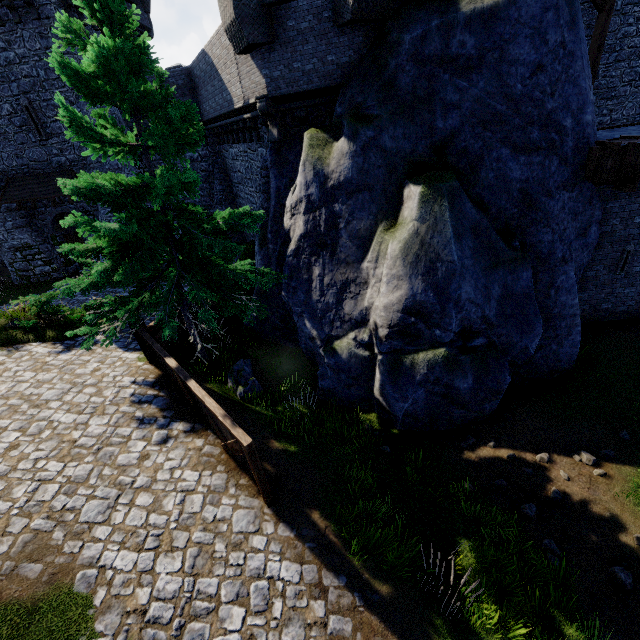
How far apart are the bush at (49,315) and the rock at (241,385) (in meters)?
5.78

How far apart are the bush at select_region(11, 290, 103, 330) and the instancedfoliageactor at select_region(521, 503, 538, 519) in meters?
13.8 m

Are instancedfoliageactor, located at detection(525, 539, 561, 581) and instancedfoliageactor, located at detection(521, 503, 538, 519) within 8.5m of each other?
yes

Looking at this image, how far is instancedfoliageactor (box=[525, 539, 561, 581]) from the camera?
5.7m

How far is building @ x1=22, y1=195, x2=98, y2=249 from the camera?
20.7m

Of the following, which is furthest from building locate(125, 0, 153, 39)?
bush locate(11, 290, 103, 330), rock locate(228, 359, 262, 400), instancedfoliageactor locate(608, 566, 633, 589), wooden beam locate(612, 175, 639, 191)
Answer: instancedfoliageactor locate(608, 566, 633, 589)

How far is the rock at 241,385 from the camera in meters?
9.6

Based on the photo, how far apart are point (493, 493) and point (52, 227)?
28.1 meters
